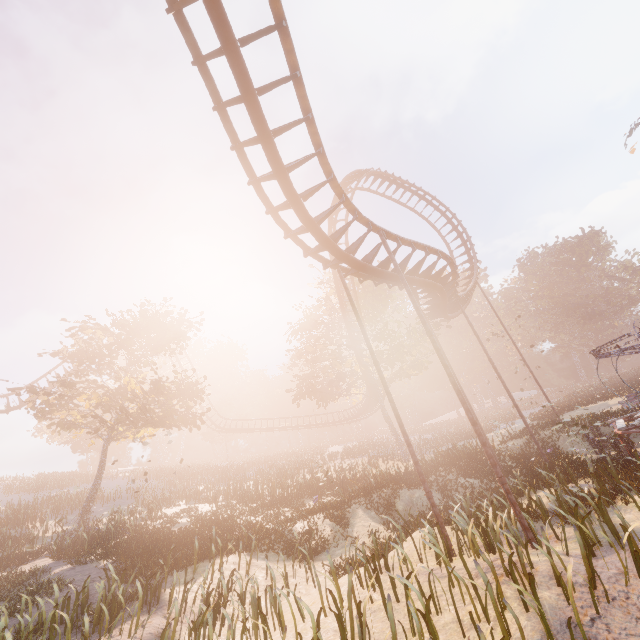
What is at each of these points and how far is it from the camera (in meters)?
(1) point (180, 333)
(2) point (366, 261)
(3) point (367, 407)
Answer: (1) tree, 26.27
(2) roller coaster, 11.26
(3) roller coaster, 38.28

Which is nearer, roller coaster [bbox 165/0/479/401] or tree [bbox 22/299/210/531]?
roller coaster [bbox 165/0/479/401]

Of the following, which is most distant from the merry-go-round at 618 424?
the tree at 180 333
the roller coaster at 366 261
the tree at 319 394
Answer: the tree at 180 333

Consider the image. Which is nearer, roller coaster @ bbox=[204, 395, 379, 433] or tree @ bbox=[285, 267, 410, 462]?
tree @ bbox=[285, 267, 410, 462]

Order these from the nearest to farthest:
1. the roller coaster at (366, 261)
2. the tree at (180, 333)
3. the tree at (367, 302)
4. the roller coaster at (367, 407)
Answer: the roller coaster at (366, 261)
the tree at (180, 333)
the tree at (367, 302)
the roller coaster at (367, 407)

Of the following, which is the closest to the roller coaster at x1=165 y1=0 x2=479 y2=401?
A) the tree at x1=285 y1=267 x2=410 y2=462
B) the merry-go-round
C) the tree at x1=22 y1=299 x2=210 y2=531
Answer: the tree at x1=285 y1=267 x2=410 y2=462
